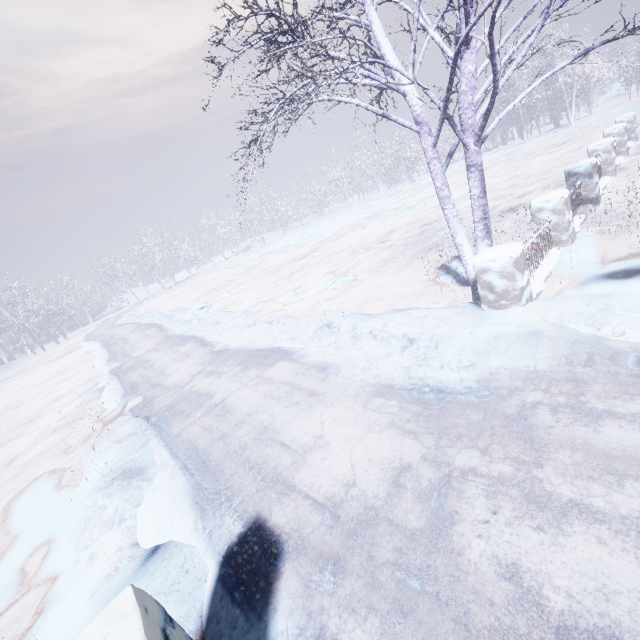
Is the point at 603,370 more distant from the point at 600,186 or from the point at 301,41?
the point at 600,186

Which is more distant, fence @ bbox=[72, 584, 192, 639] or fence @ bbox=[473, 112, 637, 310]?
fence @ bbox=[473, 112, 637, 310]

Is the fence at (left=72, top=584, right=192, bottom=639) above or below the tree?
below

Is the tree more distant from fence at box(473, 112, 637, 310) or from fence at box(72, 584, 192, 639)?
fence at box(72, 584, 192, 639)

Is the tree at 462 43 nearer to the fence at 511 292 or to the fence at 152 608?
the fence at 511 292

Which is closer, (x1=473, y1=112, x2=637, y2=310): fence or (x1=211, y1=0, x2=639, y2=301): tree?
(x1=211, y1=0, x2=639, y2=301): tree

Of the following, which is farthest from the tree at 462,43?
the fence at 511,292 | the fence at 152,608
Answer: the fence at 152,608
